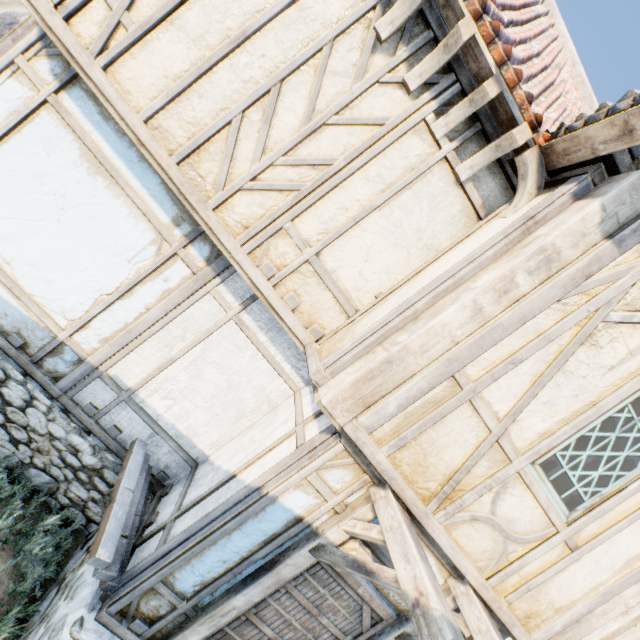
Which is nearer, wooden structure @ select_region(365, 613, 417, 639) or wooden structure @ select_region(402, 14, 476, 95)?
wooden structure @ select_region(402, 14, 476, 95)

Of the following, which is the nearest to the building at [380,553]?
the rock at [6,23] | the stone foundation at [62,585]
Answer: the stone foundation at [62,585]

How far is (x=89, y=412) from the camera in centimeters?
416cm

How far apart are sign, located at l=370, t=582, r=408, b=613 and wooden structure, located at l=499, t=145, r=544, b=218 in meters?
3.4

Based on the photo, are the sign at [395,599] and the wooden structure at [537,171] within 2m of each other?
no

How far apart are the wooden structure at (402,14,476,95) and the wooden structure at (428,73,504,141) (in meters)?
0.36

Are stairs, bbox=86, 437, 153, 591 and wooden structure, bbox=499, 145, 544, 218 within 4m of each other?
no

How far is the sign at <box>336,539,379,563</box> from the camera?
3.02m
